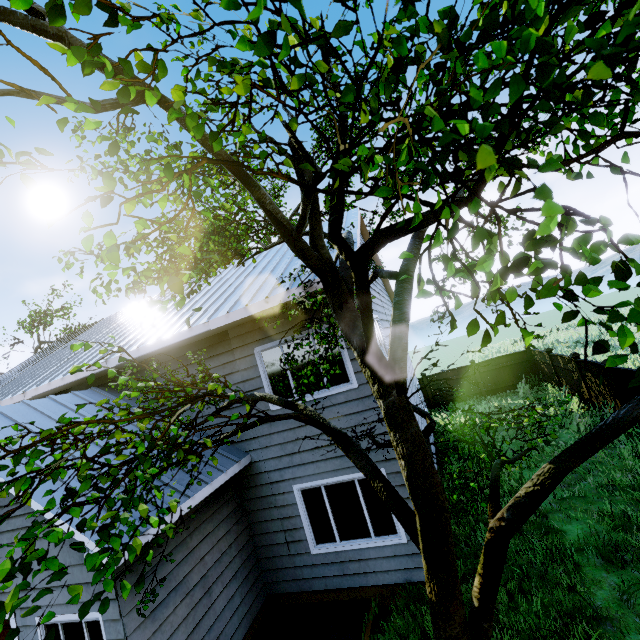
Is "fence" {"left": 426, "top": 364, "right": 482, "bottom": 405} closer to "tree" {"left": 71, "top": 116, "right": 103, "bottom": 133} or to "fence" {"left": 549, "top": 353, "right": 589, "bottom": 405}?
"tree" {"left": 71, "top": 116, "right": 103, "bottom": 133}

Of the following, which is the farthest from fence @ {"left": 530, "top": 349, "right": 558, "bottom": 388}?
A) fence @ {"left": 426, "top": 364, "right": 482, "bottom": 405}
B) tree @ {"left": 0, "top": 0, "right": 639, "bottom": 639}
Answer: fence @ {"left": 426, "top": 364, "right": 482, "bottom": 405}

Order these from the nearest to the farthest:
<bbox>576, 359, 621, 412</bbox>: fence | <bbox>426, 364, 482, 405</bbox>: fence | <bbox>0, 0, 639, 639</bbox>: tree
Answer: <bbox>0, 0, 639, 639</bbox>: tree < <bbox>576, 359, 621, 412</bbox>: fence < <bbox>426, 364, 482, 405</bbox>: fence

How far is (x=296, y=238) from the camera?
2.71m

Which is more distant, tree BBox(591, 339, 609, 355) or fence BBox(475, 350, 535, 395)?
fence BBox(475, 350, 535, 395)

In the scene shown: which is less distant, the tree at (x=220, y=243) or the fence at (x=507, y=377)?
the tree at (x=220, y=243)
